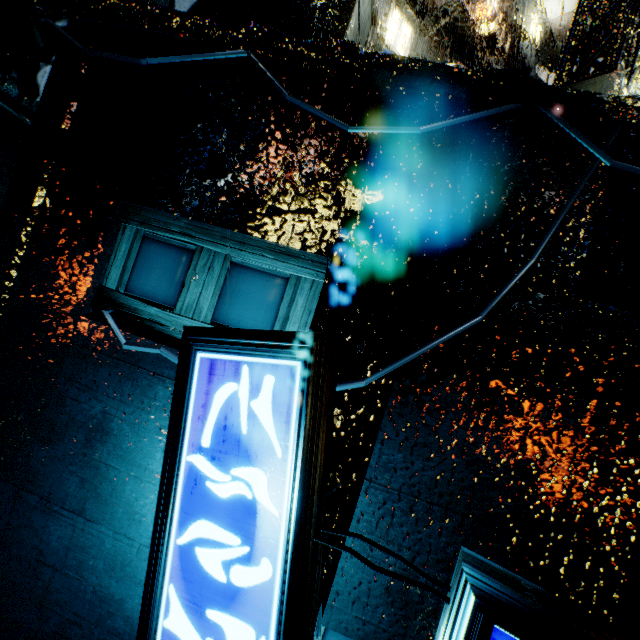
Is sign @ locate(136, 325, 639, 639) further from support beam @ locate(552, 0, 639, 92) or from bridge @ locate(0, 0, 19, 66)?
support beam @ locate(552, 0, 639, 92)

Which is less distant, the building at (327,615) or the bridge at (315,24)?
the building at (327,615)

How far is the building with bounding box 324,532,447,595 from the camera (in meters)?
2.44

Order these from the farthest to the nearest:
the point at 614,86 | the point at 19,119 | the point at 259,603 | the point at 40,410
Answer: the point at 614,86, the point at 19,119, the point at 40,410, the point at 259,603

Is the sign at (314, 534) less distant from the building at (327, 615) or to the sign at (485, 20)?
the building at (327, 615)

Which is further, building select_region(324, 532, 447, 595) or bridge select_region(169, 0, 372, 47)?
bridge select_region(169, 0, 372, 47)

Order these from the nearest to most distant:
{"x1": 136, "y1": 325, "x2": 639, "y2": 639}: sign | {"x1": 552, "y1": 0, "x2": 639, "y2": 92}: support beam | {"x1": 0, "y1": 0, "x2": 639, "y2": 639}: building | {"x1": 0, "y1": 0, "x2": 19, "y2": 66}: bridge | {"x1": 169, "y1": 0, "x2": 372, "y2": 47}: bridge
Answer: {"x1": 136, "y1": 325, "x2": 639, "y2": 639}: sign
{"x1": 0, "y1": 0, "x2": 639, "y2": 639}: building
{"x1": 169, "y1": 0, "x2": 372, "y2": 47}: bridge
{"x1": 0, "y1": 0, "x2": 19, "y2": 66}: bridge
{"x1": 552, "y1": 0, "x2": 639, "y2": 92}: support beam

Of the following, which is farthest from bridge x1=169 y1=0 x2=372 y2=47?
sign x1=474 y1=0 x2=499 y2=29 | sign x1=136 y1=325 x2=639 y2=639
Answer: sign x1=474 y1=0 x2=499 y2=29
